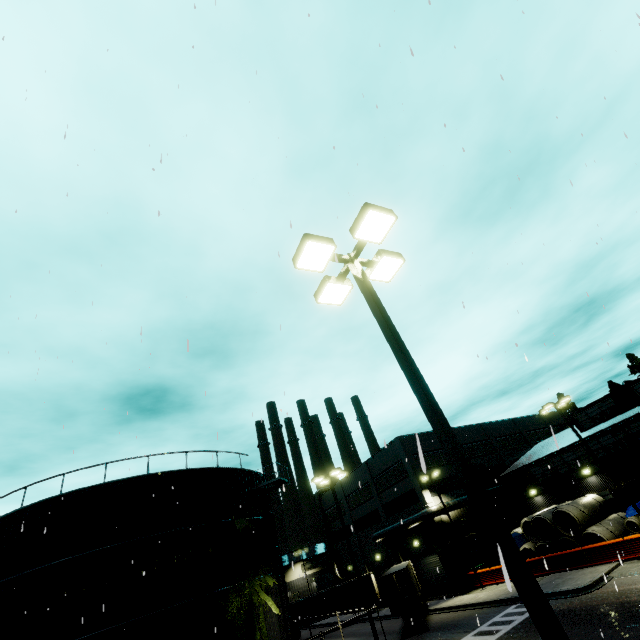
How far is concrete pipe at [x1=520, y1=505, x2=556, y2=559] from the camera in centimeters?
2877cm

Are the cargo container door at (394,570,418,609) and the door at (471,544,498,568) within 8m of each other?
no

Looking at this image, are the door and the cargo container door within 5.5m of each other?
no

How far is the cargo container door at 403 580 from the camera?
24.12m

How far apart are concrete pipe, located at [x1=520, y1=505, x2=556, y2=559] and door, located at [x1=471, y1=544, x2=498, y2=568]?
4.90m

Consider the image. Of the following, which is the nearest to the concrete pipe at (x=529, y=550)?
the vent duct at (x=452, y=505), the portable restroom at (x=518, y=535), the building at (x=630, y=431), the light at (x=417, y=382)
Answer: the portable restroom at (x=518, y=535)

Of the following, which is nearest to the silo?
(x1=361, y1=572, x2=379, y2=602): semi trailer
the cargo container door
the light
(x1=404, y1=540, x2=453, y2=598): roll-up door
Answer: (x1=404, y1=540, x2=453, y2=598): roll-up door

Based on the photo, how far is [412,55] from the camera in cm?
453
